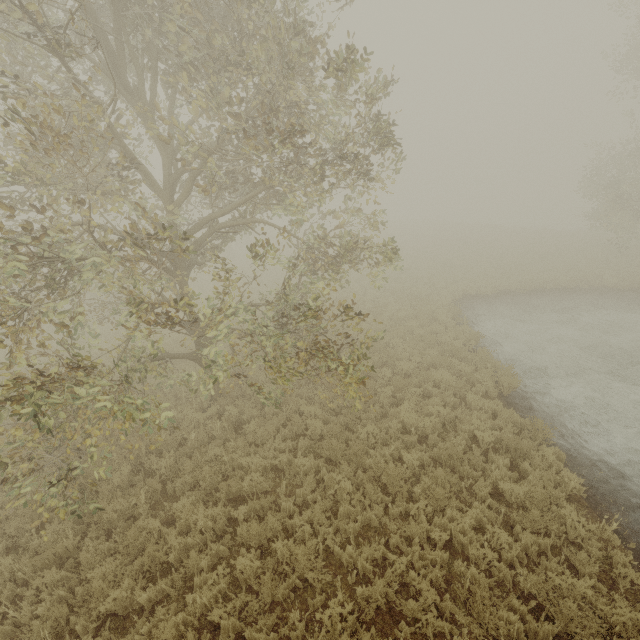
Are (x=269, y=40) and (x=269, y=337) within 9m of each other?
yes
